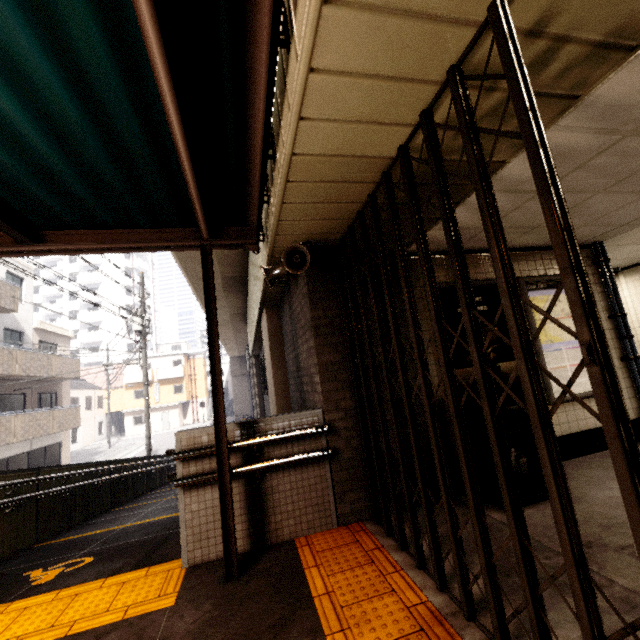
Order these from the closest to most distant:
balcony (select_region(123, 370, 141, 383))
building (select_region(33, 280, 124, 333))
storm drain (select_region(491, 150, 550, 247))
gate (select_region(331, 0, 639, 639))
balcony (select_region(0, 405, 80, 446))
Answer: gate (select_region(331, 0, 639, 639)), storm drain (select_region(491, 150, 550, 247)), balcony (select_region(0, 405, 80, 446)), balcony (select_region(123, 370, 141, 383)), building (select_region(33, 280, 124, 333))

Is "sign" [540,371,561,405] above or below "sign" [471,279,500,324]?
below

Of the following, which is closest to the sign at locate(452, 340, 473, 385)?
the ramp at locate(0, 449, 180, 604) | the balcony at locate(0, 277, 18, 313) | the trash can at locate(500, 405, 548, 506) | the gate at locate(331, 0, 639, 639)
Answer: the trash can at locate(500, 405, 548, 506)

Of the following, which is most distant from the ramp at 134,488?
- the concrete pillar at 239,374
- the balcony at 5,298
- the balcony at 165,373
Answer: the balcony at 165,373

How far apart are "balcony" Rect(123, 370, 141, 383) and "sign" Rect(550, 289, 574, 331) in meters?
42.1 m

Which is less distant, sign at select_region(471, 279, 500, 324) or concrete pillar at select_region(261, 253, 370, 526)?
concrete pillar at select_region(261, 253, 370, 526)

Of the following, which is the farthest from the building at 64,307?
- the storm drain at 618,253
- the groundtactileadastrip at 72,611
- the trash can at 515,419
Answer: the trash can at 515,419

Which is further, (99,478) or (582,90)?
(99,478)
